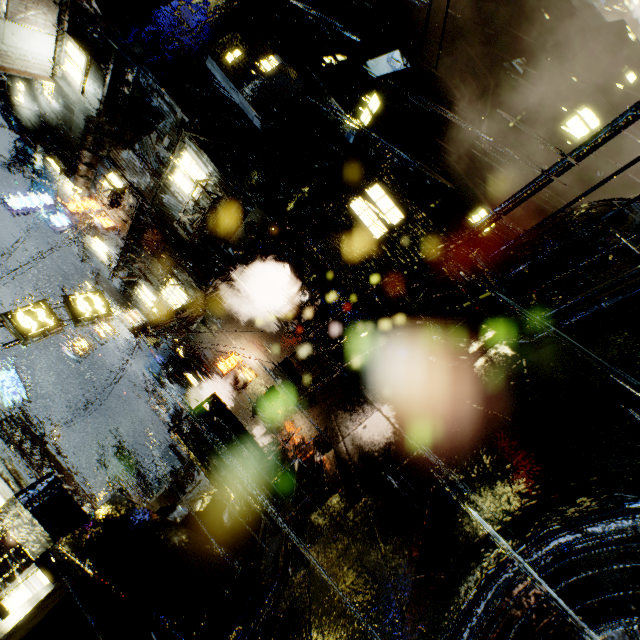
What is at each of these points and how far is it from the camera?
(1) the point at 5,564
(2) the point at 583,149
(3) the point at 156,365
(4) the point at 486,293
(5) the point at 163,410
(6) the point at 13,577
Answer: (1) building, 8.7m
(2) railing, 3.4m
(3) cloth, 22.5m
(4) building, 16.5m
(5) building, 39.4m
(6) building, 8.7m

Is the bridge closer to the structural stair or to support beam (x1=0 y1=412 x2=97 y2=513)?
support beam (x1=0 y1=412 x2=97 y2=513)

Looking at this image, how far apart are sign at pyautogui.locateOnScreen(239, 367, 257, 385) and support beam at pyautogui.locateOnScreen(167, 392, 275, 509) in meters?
10.4 m

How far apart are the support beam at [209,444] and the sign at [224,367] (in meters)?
Result: 10.40

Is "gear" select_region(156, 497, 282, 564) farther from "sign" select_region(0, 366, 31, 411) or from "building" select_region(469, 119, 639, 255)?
"sign" select_region(0, 366, 31, 411)

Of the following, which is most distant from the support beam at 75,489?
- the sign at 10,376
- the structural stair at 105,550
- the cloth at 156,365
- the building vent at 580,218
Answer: the building vent at 580,218

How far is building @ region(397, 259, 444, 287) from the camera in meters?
15.9
